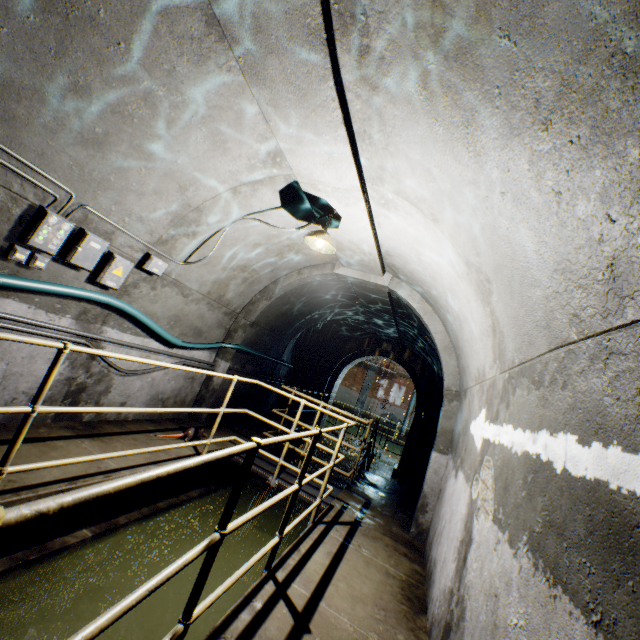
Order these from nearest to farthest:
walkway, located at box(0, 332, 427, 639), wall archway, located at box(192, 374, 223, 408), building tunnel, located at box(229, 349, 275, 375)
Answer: walkway, located at box(0, 332, 427, 639) < wall archway, located at box(192, 374, 223, 408) < building tunnel, located at box(229, 349, 275, 375)

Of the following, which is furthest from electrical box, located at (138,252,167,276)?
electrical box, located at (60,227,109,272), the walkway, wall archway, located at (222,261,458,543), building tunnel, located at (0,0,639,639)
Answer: wall archway, located at (222,261,458,543)

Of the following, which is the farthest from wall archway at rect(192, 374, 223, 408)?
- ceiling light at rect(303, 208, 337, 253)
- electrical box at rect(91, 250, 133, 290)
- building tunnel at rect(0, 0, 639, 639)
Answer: electrical box at rect(91, 250, 133, 290)

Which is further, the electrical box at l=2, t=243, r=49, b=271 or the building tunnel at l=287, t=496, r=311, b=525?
the building tunnel at l=287, t=496, r=311, b=525

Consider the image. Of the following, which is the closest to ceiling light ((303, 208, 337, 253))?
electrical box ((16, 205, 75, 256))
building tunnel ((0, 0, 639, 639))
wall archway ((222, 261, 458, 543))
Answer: building tunnel ((0, 0, 639, 639))

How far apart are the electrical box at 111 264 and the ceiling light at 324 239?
2.2 meters

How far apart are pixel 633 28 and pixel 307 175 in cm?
303

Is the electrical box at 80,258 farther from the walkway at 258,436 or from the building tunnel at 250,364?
the walkway at 258,436
